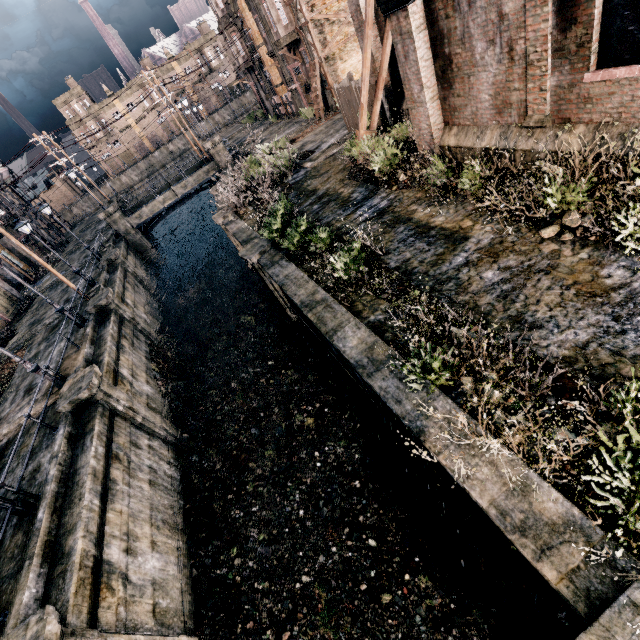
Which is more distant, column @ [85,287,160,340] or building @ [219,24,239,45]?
building @ [219,24,239,45]

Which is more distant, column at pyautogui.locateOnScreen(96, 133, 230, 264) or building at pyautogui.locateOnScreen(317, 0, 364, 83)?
column at pyautogui.locateOnScreen(96, 133, 230, 264)

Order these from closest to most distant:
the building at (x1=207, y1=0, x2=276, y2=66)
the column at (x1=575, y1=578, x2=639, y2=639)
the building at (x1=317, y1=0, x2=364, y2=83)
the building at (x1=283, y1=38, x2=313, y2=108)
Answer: the column at (x1=575, y1=578, x2=639, y2=639)
the building at (x1=317, y1=0, x2=364, y2=83)
the building at (x1=283, y1=38, x2=313, y2=108)
the building at (x1=207, y1=0, x2=276, y2=66)

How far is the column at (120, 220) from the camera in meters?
33.1 m

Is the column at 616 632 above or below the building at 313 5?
below

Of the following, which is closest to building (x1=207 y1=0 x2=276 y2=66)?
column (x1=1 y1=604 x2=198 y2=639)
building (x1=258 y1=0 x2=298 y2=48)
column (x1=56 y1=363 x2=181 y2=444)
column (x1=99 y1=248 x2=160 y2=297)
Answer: building (x1=258 y1=0 x2=298 y2=48)

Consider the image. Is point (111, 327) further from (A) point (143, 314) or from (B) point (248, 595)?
(B) point (248, 595)

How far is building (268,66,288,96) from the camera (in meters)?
36.47
